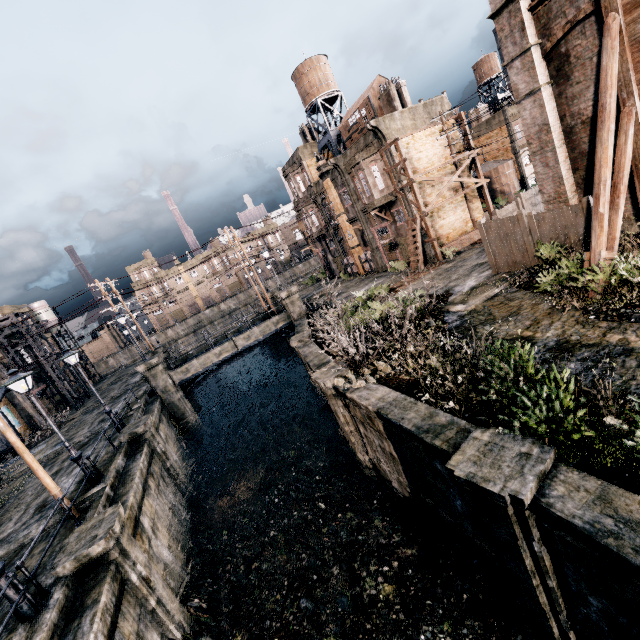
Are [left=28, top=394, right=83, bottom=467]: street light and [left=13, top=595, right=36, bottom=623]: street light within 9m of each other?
yes

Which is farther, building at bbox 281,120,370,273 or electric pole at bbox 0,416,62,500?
building at bbox 281,120,370,273

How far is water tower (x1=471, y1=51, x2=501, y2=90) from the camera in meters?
39.2 m

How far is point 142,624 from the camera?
9.25m

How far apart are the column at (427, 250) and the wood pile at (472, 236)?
0.7 meters

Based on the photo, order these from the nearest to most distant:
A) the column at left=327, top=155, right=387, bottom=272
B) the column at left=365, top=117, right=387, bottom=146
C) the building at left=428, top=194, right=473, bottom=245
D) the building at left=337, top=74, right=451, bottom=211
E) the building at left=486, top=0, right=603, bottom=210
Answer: the building at left=486, top=0, right=603, bottom=210 < the column at left=365, top=117, right=387, bottom=146 < the building at left=337, top=74, right=451, bottom=211 < the building at left=428, top=194, right=473, bottom=245 < the column at left=327, top=155, right=387, bottom=272

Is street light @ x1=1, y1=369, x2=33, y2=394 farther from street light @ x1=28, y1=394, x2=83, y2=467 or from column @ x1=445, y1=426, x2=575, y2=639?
column @ x1=445, y1=426, x2=575, y2=639

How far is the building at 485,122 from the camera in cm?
3866
